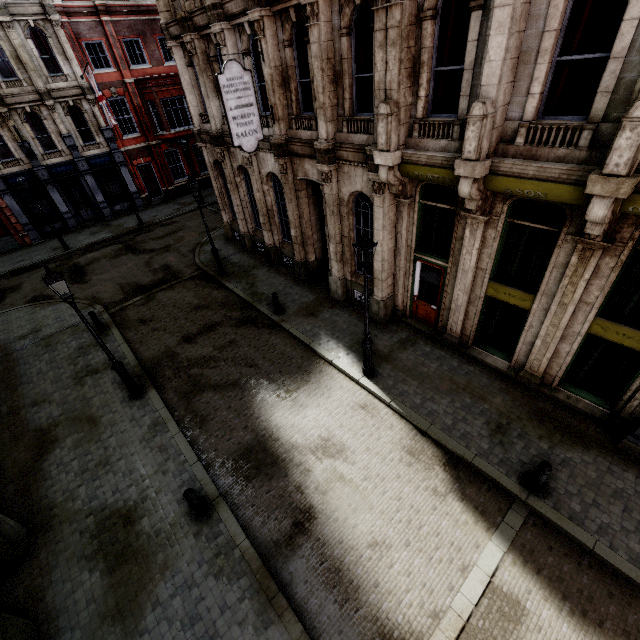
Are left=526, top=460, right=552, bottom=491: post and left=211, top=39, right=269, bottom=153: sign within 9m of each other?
no

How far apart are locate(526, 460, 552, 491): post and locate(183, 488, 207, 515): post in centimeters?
742cm

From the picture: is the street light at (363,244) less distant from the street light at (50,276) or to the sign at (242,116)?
the sign at (242,116)

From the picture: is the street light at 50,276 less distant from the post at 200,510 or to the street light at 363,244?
the post at 200,510

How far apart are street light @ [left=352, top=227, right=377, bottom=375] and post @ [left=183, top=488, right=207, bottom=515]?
5.6m

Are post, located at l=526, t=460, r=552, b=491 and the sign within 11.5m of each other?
no

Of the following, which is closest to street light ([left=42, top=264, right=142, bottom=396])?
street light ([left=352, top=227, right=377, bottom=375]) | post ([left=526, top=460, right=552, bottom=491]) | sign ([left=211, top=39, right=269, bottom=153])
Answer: sign ([left=211, top=39, right=269, bottom=153])

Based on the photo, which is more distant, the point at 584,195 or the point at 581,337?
the point at 581,337
